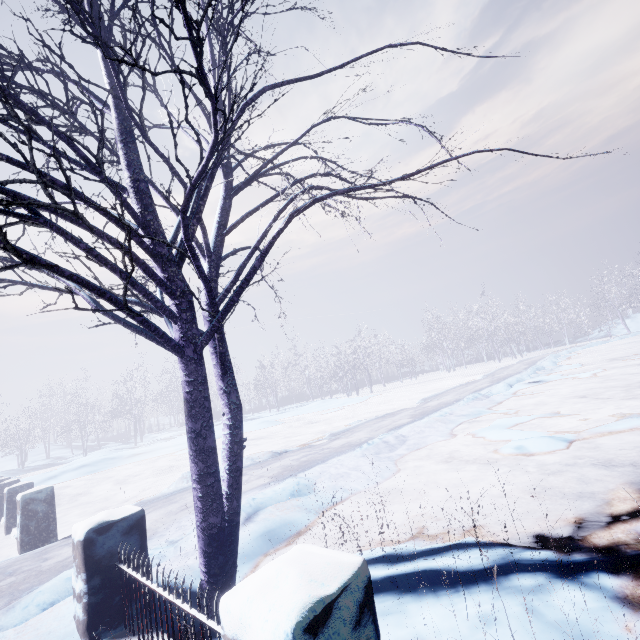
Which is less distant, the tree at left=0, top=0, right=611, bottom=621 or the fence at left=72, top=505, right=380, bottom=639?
the fence at left=72, top=505, right=380, bottom=639

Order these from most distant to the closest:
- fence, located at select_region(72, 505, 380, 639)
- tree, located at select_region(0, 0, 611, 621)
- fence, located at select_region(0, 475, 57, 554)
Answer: fence, located at select_region(0, 475, 57, 554)
tree, located at select_region(0, 0, 611, 621)
fence, located at select_region(72, 505, 380, 639)

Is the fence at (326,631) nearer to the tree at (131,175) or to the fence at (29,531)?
the tree at (131,175)

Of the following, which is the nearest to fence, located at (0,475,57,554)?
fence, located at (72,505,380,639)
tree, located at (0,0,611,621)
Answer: tree, located at (0,0,611,621)

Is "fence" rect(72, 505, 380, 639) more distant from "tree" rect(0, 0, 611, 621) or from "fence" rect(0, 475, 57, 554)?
"fence" rect(0, 475, 57, 554)

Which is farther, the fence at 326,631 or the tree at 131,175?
the tree at 131,175

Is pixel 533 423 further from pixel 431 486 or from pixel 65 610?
pixel 65 610
